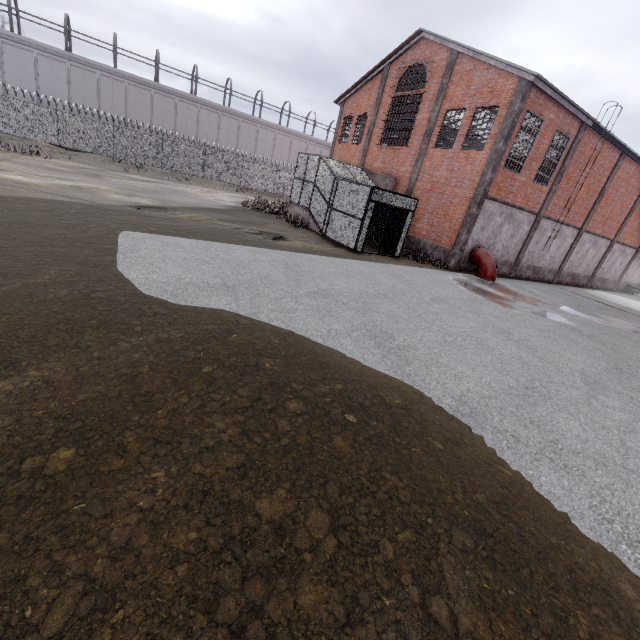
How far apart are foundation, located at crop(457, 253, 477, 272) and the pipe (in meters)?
0.05

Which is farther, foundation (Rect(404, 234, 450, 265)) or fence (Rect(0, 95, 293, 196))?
fence (Rect(0, 95, 293, 196))

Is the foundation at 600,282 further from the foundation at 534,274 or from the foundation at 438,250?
the foundation at 438,250

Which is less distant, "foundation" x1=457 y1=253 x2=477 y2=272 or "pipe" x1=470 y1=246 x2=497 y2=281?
"pipe" x1=470 y1=246 x2=497 y2=281

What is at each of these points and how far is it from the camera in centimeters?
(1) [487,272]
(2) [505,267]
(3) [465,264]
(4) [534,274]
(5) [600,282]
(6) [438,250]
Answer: (1) pipe, 1731cm
(2) foundation, 2030cm
(3) foundation, 1828cm
(4) foundation, 2234cm
(5) foundation, 2823cm
(6) foundation, 1855cm

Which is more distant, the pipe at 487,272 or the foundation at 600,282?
the foundation at 600,282

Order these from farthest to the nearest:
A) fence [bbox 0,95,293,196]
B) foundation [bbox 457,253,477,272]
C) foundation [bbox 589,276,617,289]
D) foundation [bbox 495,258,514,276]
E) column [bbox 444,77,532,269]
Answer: foundation [bbox 589,276,617,289] → fence [bbox 0,95,293,196] → foundation [bbox 495,258,514,276] → foundation [bbox 457,253,477,272] → column [bbox 444,77,532,269]

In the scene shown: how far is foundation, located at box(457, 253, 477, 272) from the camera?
18.0 meters
